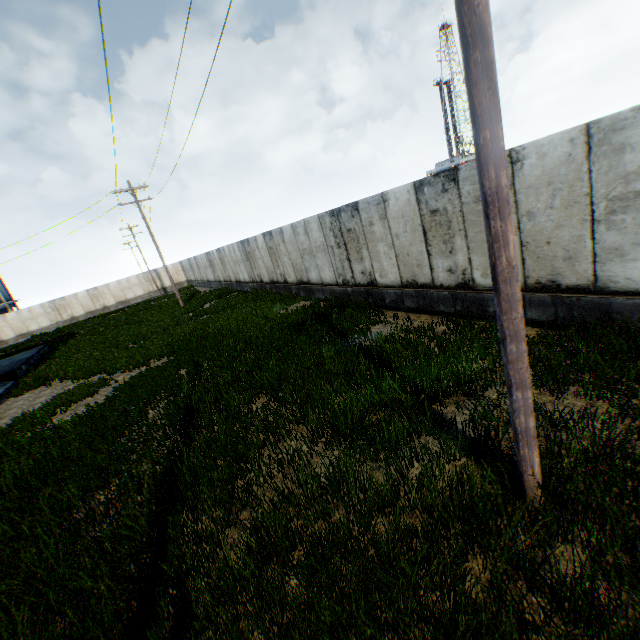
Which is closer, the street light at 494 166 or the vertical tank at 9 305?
the street light at 494 166

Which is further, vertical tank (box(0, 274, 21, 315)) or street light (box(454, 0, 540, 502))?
vertical tank (box(0, 274, 21, 315))

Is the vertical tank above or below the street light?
above

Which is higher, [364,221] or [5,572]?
[364,221]

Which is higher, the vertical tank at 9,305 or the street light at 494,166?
the vertical tank at 9,305
